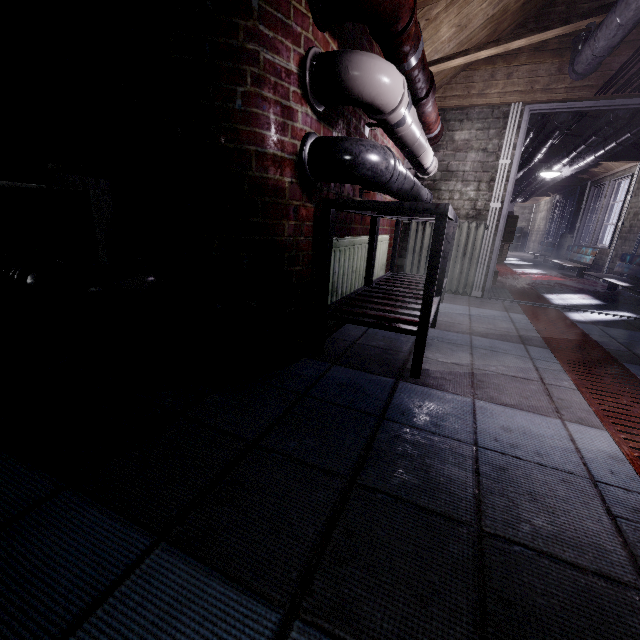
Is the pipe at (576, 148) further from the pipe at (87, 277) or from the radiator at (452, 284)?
the pipe at (87, 277)

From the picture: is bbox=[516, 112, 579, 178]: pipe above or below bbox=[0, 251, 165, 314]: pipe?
above

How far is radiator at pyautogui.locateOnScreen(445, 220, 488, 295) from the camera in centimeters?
353cm

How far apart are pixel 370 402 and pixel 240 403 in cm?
57

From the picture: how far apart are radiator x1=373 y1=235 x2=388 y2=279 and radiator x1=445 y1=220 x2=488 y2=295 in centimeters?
73cm

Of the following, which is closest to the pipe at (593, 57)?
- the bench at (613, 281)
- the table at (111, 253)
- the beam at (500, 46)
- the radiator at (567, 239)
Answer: the beam at (500, 46)

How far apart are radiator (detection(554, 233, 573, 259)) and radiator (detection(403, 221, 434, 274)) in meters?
6.1

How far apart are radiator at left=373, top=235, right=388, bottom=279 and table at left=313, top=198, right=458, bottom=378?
0.04m
